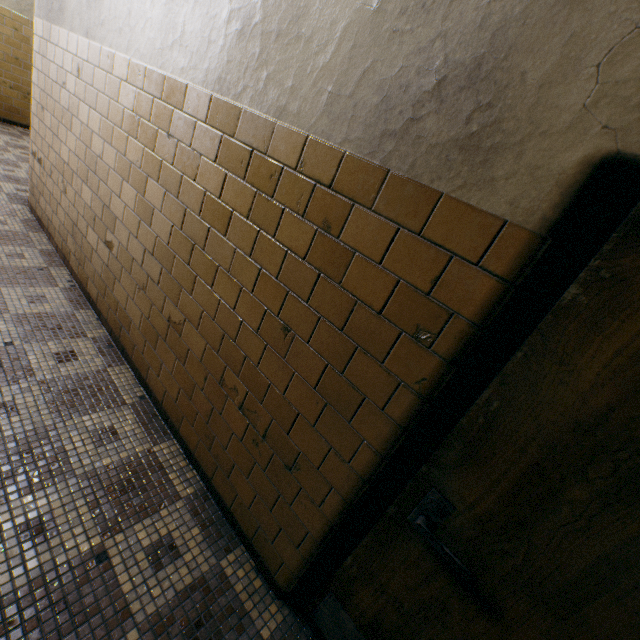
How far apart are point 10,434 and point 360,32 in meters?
2.6
